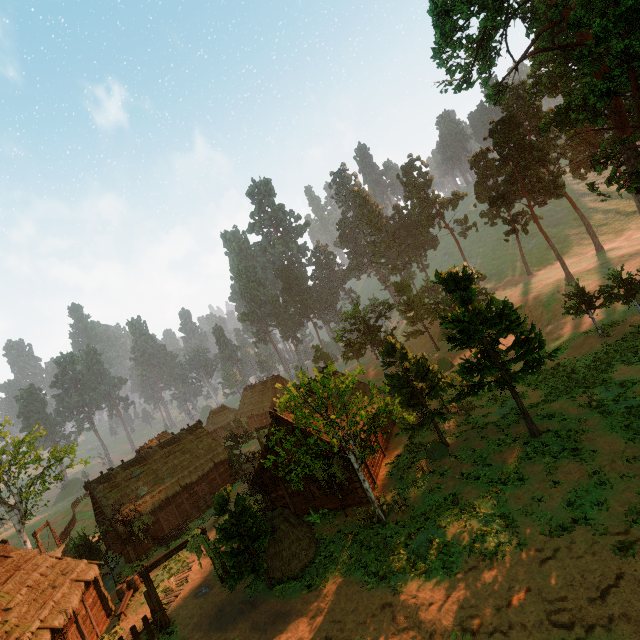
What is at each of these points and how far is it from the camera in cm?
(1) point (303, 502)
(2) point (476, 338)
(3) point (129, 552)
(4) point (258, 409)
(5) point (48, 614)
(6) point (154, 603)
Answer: (1) building, 2334
(2) treerock, 1809
(3) building, 2891
(4) building, 5897
(5) building, 1783
(6) fence arch, 1855

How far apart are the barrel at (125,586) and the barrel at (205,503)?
7.5 meters

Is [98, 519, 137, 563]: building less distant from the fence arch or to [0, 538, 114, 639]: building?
the fence arch

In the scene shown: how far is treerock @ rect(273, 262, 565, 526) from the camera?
17.56m

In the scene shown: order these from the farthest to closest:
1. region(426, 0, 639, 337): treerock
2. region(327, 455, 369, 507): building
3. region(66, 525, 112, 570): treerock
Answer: region(66, 525, 112, 570): treerock → region(426, 0, 639, 337): treerock → region(327, 455, 369, 507): building

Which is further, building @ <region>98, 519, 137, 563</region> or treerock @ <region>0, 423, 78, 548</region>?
treerock @ <region>0, 423, 78, 548</region>

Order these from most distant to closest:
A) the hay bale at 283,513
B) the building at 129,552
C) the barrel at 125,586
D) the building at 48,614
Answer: the building at 129,552
the barrel at 125,586
the hay bale at 283,513
the building at 48,614

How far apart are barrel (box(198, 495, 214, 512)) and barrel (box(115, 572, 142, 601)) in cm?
748
